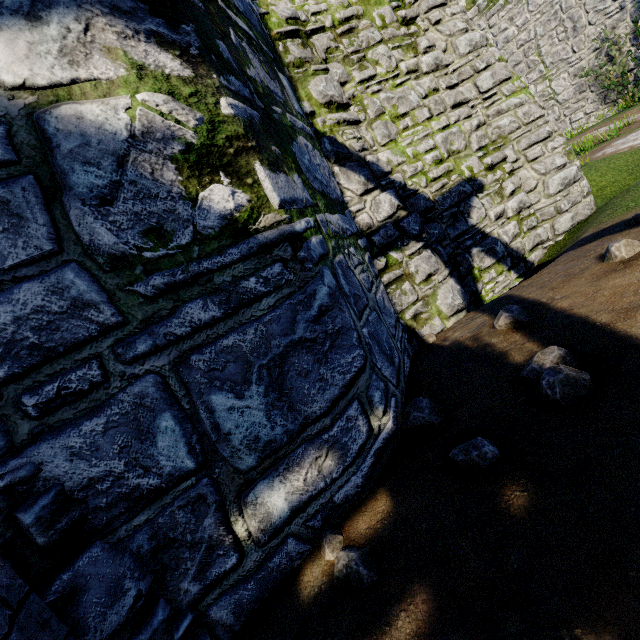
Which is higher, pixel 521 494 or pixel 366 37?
pixel 366 37

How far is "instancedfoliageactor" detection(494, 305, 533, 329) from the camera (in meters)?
3.15

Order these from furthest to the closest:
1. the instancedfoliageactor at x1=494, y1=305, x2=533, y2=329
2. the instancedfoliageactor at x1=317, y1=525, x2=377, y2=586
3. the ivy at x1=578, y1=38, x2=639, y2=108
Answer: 1. the ivy at x1=578, y1=38, x2=639, y2=108
2. the instancedfoliageactor at x1=494, y1=305, x2=533, y2=329
3. the instancedfoliageactor at x1=317, y1=525, x2=377, y2=586

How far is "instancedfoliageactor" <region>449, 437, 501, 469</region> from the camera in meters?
1.9

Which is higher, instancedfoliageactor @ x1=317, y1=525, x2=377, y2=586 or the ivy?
the ivy

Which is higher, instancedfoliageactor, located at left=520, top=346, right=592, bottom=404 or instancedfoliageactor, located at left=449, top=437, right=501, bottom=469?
instancedfoliageactor, located at left=520, top=346, right=592, bottom=404

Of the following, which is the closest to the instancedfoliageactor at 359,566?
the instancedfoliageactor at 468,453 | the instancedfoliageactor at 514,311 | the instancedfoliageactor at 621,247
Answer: the instancedfoliageactor at 468,453

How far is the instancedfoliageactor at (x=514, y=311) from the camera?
3.1m
